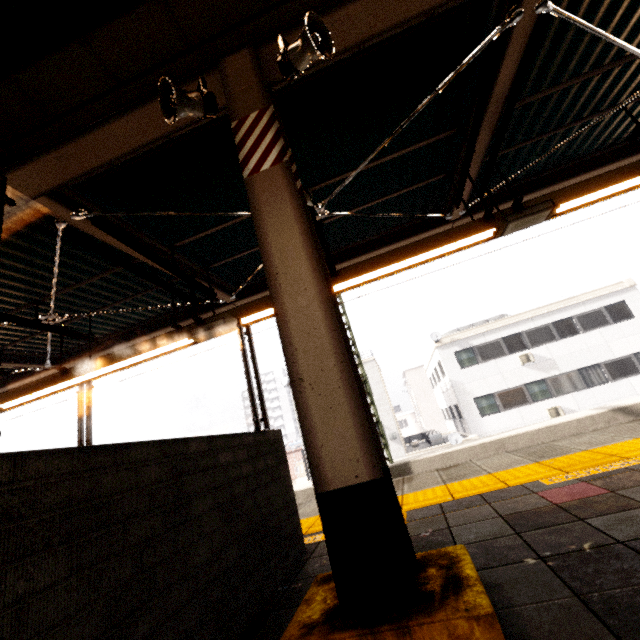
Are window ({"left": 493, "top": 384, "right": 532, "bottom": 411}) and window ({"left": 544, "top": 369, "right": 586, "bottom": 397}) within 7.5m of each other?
yes

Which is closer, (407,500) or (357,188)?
(407,500)

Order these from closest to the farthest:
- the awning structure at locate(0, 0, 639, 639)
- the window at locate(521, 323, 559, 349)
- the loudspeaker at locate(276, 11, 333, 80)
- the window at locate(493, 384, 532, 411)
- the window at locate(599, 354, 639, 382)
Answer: the awning structure at locate(0, 0, 639, 639) → the loudspeaker at locate(276, 11, 333, 80) → the window at locate(599, 354, 639, 382) → the window at locate(493, 384, 532, 411) → the window at locate(521, 323, 559, 349)

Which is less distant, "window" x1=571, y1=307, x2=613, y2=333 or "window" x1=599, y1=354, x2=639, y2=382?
"window" x1=599, y1=354, x2=639, y2=382

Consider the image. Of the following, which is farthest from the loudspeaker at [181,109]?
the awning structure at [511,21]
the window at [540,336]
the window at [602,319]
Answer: the window at [602,319]

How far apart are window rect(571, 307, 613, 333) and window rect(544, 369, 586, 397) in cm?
214

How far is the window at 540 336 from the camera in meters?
19.4 m

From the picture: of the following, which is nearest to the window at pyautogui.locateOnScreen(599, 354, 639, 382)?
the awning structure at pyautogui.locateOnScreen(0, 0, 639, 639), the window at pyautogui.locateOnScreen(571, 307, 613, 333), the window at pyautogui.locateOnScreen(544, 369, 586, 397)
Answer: the window at pyautogui.locateOnScreen(544, 369, 586, 397)
